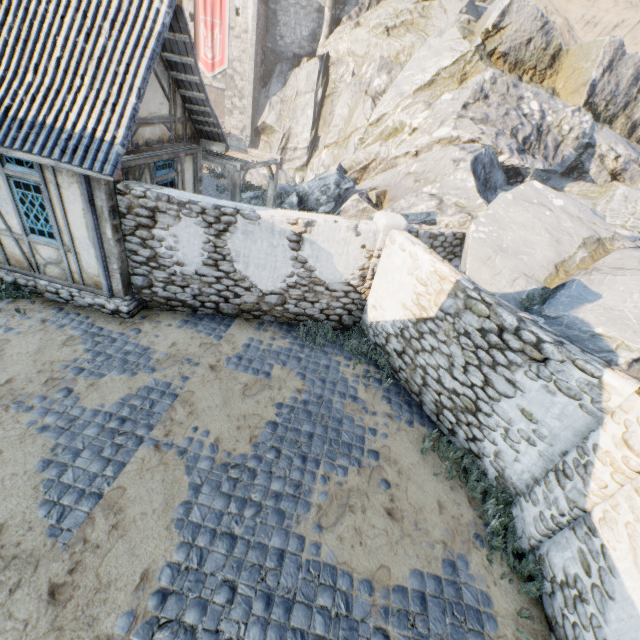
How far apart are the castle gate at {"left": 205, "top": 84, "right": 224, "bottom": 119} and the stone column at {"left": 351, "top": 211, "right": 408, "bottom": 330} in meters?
35.1 m

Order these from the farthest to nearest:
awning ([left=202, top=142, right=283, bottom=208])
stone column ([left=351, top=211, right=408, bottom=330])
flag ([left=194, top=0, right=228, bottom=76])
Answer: flag ([left=194, top=0, right=228, bottom=76]) → awning ([left=202, top=142, right=283, bottom=208]) → stone column ([left=351, top=211, right=408, bottom=330])

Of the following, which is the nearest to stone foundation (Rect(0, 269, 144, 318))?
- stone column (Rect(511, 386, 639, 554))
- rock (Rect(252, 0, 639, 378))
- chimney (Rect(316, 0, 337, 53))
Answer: rock (Rect(252, 0, 639, 378))

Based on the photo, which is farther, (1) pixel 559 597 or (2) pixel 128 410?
(2) pixel 128 410

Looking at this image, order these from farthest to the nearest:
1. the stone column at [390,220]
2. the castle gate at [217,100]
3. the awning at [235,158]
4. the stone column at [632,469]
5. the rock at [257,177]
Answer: the castle gate at [217,100] → the rock at [257,177] → the awning at [235,158] → the stone column at [390,220] → the stone column at [632,469]

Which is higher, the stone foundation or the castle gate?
the castle gate

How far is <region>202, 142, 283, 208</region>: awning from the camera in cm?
1013

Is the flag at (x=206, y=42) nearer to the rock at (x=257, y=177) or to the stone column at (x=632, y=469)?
the rock at (x=257, y=177)
